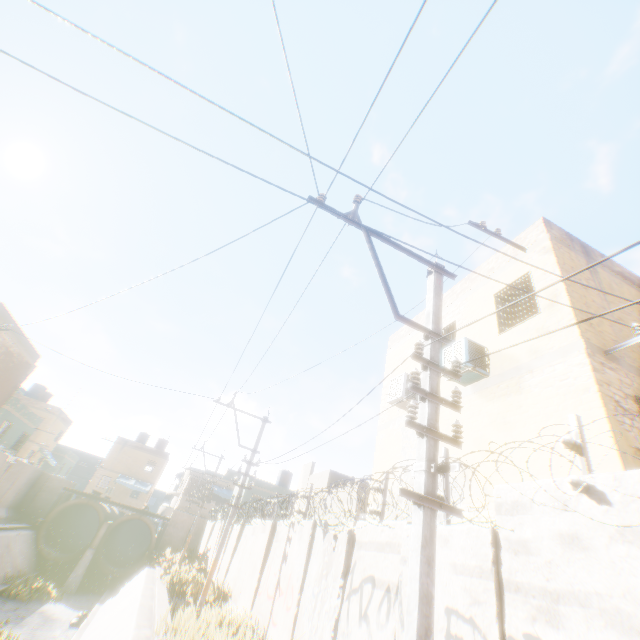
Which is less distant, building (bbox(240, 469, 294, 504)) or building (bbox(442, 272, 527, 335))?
building (bbox(442, 272, 527, 335))

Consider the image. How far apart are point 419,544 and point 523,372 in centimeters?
513cm

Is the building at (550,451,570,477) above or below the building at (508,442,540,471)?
below

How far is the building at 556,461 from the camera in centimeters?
517cm

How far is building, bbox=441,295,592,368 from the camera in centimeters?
653cm

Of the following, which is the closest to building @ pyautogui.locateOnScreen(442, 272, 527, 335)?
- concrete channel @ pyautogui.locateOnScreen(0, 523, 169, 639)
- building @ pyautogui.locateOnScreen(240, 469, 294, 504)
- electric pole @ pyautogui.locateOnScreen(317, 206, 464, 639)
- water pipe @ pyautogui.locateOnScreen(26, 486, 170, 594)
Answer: concrete channel @ pyautogui.locateOnScreen(0, 523, 169, 639)

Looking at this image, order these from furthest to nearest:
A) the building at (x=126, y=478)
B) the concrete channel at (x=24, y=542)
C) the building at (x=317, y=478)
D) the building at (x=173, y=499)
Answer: the building at (x=173, y=499), the building at (x=317, y=478), the building at (x=126, y=478), the concrete channel at (x=24, y=542)
